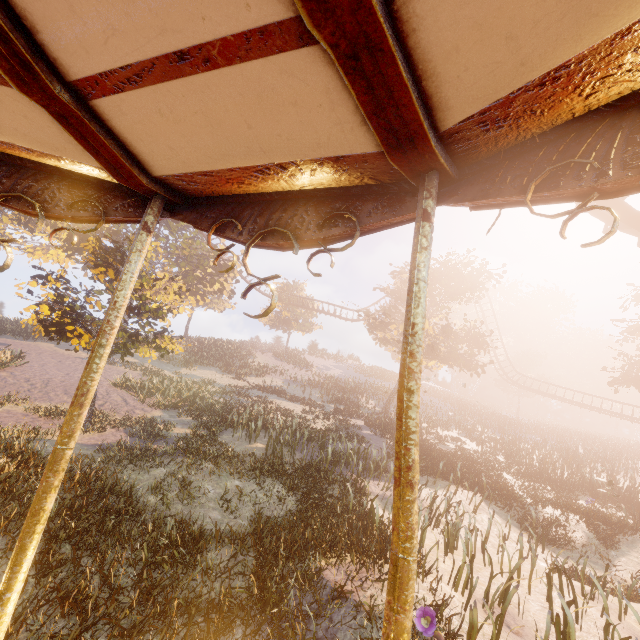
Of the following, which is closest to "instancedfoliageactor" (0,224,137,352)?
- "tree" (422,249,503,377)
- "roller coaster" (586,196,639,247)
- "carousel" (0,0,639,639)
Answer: "carousel" (0,0,639,639)

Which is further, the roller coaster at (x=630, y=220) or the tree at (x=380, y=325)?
the tree at (x=380, y=325)

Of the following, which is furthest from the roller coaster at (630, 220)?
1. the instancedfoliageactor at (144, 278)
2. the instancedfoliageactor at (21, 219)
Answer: the instancedfoliageactor at (21, 219)

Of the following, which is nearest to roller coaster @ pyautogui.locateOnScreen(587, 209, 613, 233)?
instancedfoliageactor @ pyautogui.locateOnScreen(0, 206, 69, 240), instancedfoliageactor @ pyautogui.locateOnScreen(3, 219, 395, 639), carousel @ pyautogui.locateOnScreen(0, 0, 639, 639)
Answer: instancedfoliageactor @ pyautogui.locateOnScreen(3, 219, 395, 639)

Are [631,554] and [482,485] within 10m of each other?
yes

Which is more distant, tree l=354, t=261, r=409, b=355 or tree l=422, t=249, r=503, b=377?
tree l=354, t=261, r=409, b=355

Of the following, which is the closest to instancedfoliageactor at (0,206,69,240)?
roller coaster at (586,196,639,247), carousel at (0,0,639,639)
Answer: roller coaster at (586,196,639,247)
